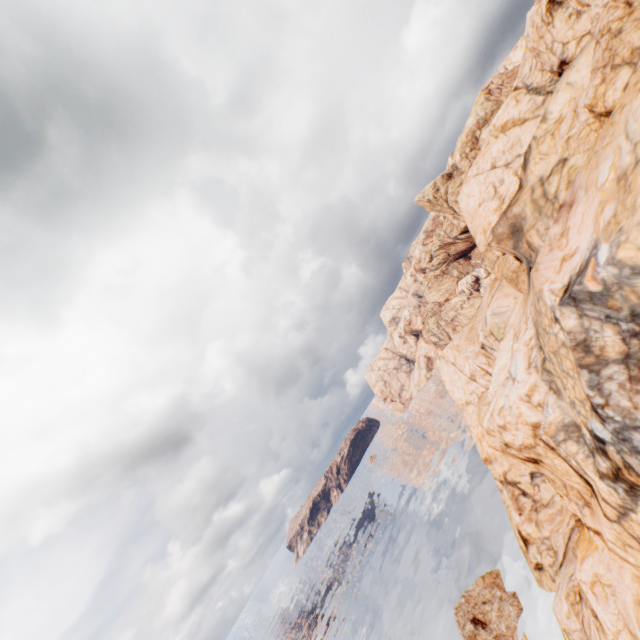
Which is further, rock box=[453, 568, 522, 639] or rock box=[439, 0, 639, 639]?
rock box=[453, 568, 522, 639]

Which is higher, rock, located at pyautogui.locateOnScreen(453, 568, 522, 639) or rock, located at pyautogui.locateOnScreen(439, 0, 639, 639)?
rock, located at pyautogui.locateOnScreen(439, 0, 639, 639)

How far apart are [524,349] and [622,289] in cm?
649

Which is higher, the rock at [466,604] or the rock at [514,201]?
the rock at [514,201]

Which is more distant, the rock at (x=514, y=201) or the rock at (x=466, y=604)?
the rock at (x=466, y=604)
